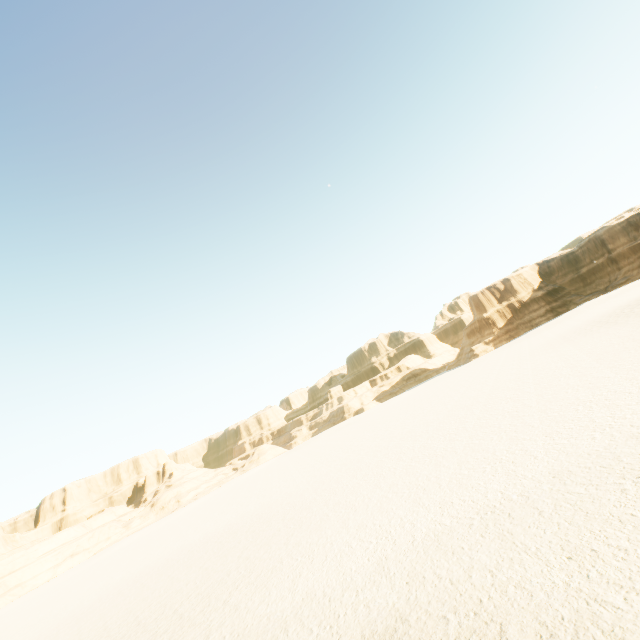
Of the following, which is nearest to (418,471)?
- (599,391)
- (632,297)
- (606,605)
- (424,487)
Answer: (424,487)
